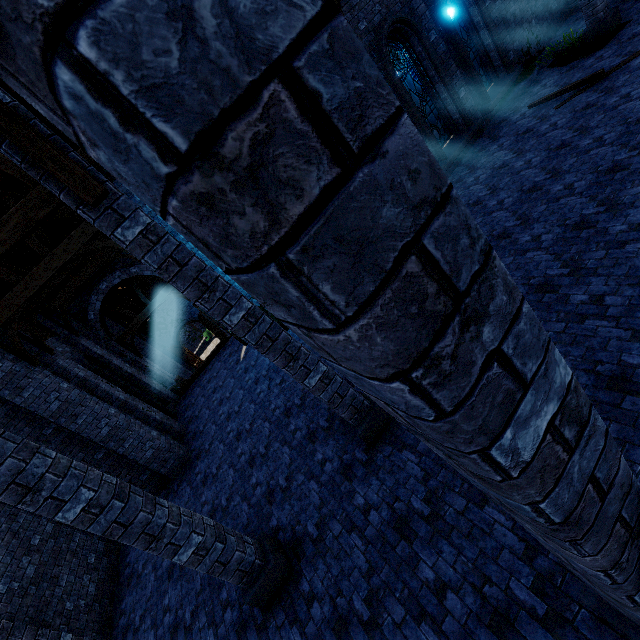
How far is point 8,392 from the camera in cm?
848

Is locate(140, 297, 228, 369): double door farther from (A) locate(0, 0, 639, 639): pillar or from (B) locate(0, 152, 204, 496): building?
(A) locate(0, 0, 639, 639): pillar

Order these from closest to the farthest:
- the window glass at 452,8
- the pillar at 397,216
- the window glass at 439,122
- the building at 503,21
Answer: the pillar at 397,216 → the window glass at 439,122 → the window glass at 452,8 → the building at 503,21

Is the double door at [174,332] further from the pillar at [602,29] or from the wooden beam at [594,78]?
the pillar at [602,29]

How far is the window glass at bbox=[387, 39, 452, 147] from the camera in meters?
10.1 m

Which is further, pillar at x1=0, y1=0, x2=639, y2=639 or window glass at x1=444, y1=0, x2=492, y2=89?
window glass at x1=444, y1=0, x2=492, y2=89

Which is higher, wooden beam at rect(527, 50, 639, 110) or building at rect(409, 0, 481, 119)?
building at rect(409, 0, 481, 119)

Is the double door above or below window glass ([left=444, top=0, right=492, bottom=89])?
below
